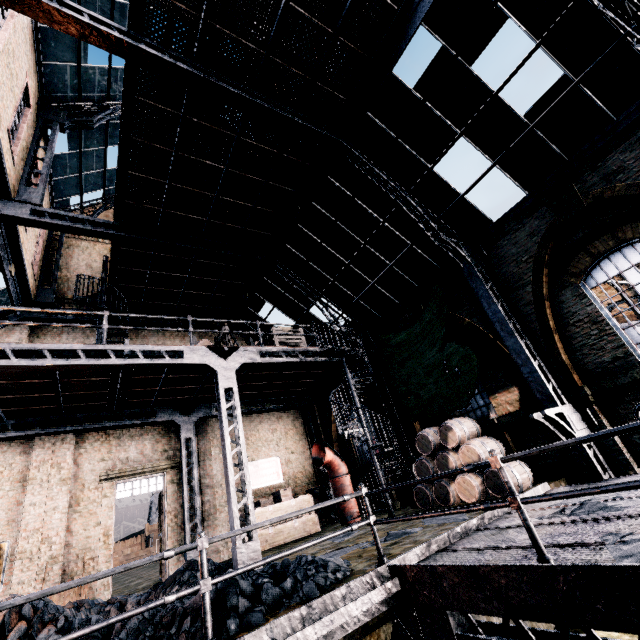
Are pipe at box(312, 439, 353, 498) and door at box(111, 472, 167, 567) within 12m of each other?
yes

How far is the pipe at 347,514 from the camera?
13.27m

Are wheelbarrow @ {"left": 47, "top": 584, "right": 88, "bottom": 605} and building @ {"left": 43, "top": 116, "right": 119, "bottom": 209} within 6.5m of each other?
no

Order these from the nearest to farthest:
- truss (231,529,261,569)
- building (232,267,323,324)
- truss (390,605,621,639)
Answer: truss (390,605,621,639)
truss (231,529,261,569)
building (232,267,323,324)

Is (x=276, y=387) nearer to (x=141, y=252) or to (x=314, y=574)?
(x=141, y=252)

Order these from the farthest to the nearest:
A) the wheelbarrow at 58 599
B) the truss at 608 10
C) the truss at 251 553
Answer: the wheelbarrow at 58 599 → the truss at 251 553 → the truss at 608 10

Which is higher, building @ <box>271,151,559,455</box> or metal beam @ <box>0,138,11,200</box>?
metal beam @ <box>0,138,11,200</box>

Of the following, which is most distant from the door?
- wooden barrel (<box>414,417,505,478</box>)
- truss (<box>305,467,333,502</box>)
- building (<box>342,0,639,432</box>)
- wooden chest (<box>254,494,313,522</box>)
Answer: wooden barrel (<box>414,417,505,478</box>)
